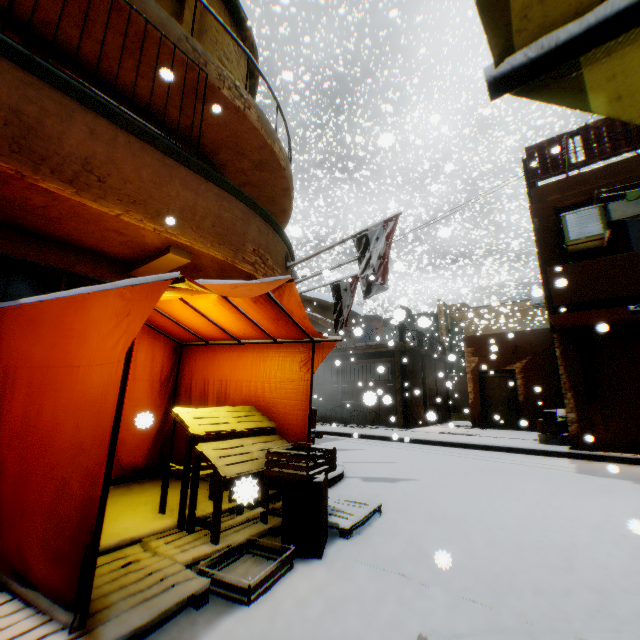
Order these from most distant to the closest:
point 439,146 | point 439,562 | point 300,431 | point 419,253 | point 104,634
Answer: point 419,253, point 439,146, point 300,431, point 439,562, point 104,634

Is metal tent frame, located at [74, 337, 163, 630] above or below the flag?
below

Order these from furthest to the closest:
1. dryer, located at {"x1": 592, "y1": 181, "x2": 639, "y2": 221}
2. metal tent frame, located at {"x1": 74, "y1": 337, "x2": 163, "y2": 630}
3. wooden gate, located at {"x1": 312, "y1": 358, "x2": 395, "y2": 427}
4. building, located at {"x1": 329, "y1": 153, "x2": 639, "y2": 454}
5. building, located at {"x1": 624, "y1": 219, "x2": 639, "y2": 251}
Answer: wooden gate, located at {"x1": 312, "y1": 358, "x2": 395, "y2": 427} < building, located at {"x1": 624, "y1": 219, "x2": 639, "y2": 251} < building, located at {"x1": 329, "y1": 153, "x2": 639, "y2": 454} < dryer, located at {"x1": 592, "y1": 181, "x2": 639, "y2": 221} < metal tent frame, located at {"x1": 74, "y1": 337, "x2": 163, "y2": 630}

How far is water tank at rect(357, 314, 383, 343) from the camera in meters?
19.7

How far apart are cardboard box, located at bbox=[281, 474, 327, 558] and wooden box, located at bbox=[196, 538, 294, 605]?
0.1m

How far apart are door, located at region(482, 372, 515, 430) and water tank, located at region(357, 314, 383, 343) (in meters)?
1.68

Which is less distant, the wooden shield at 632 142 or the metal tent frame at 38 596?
the metal tent frame at 38 596

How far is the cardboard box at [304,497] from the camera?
2.96m
